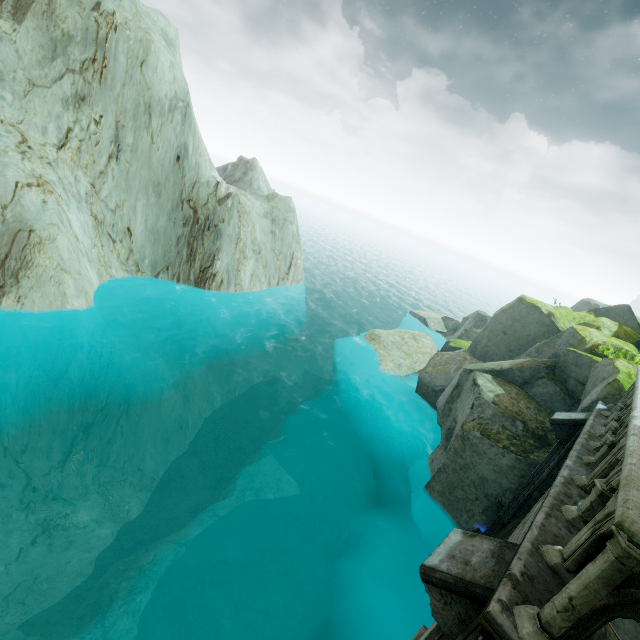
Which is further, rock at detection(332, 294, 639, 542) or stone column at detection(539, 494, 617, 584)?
rock at detection(332, 294, 639, 542)

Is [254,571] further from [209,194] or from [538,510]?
[209,194]

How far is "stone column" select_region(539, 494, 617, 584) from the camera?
2.9m

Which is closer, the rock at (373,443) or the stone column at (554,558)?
the stone column at (554,558)

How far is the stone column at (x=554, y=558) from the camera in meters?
2.9 m
